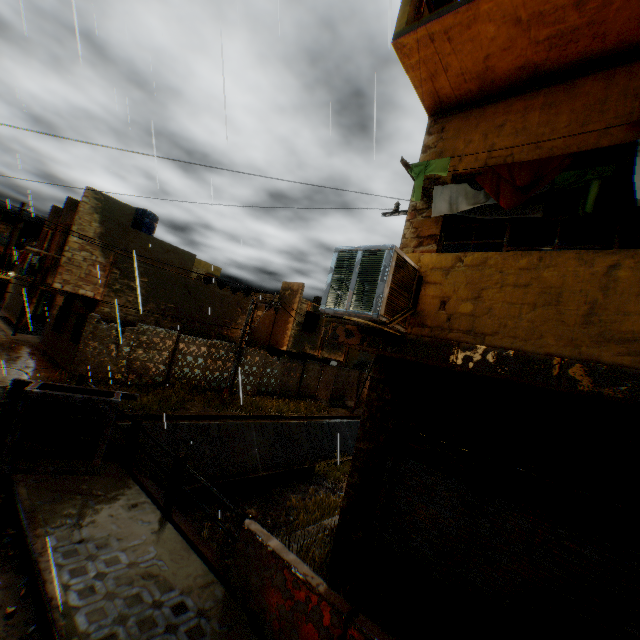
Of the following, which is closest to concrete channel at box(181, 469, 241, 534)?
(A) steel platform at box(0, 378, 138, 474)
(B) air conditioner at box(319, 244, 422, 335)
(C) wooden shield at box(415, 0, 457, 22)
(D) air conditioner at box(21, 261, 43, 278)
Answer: (A) steel platform at box(0, 378, 138, 474)

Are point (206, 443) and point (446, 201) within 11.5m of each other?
no

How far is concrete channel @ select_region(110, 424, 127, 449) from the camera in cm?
1163

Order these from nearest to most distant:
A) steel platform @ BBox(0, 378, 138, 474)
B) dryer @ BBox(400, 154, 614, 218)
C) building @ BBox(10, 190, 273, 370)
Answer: dryer @ BBox(400, 154, 614, 218) → steel platform @ BBox(0, 378, 138, 474) → building @ BBox(10, 190, 273, 370)

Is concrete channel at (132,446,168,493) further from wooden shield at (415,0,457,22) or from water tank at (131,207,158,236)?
water tank at (131,207,158,236)

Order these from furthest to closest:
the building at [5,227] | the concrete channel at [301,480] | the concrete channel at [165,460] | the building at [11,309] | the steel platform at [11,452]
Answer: the building at [5,227] → the building at [11,309] → the concrete channel at [301,480] → the concrete channel at [165,460] → the steel platform at [11,452]

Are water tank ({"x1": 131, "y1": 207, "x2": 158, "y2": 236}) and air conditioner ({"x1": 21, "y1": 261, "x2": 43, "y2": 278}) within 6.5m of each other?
yes

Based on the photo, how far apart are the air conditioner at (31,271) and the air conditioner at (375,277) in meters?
21.4 m
